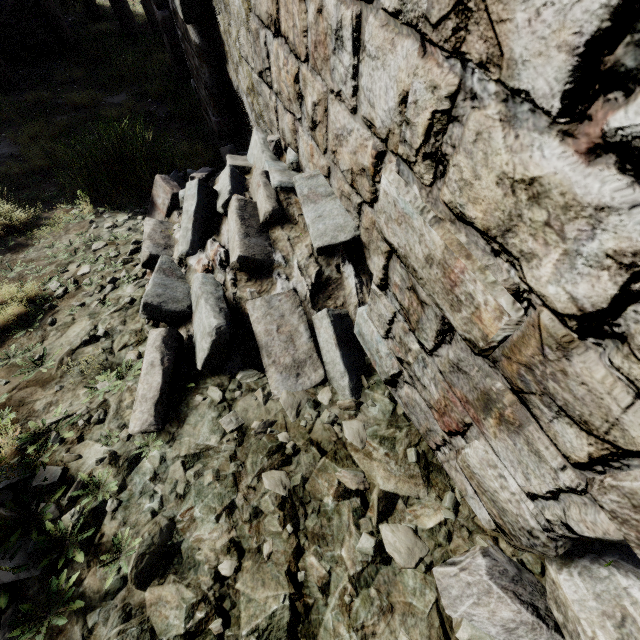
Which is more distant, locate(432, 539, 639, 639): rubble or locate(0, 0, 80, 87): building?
locate(0, 0, 80, 87): building

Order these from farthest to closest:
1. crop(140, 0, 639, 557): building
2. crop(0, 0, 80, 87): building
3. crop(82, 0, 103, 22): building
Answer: crop(82, 0, 103, 22): building
crop(0, 0, 80, 87): building
crop(140, 0, 639, 557): building

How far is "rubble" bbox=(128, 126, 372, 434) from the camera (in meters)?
2.12

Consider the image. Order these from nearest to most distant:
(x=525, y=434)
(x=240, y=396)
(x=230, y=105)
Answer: (x=525, y=434), (x=240, y=396), (x=230, y=105)

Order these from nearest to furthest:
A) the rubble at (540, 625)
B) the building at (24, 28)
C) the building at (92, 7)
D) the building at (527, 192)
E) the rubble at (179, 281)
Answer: the building at (527, 192), the rubble at (540, 625), the rubble at (179, 281), the building at (24, 28), the building at (92, 7)

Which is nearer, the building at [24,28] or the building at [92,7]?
the building at [24,28]
